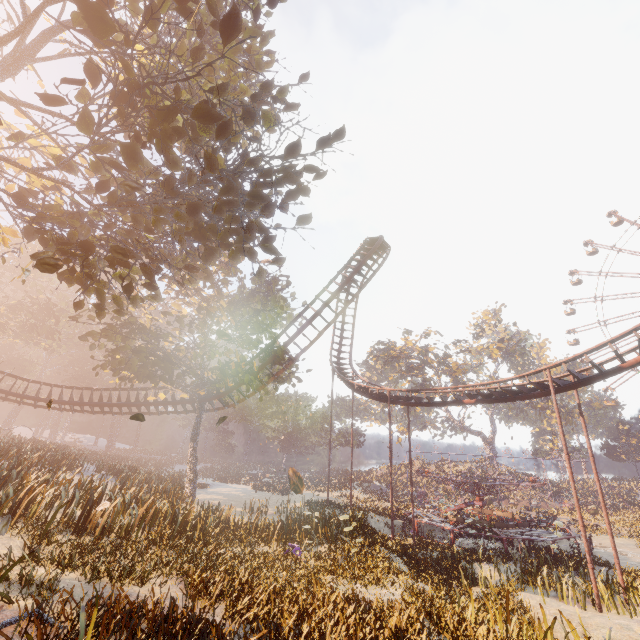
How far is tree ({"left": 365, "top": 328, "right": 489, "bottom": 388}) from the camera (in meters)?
53.00

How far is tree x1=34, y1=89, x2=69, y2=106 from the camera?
4.3 meters

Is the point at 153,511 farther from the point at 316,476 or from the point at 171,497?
the point at 316,476

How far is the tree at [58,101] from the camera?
4.27m

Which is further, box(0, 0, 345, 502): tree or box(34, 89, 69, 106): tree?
box(0, 0, 345, 502): tree

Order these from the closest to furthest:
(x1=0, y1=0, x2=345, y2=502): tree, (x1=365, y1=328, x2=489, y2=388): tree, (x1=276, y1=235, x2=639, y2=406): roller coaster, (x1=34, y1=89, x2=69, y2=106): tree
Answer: (x1=34, y1=89, x2=69, y2=106): tree, (x1=0, y1=0, x2=345, y2=502): tree, (x1=276, y1=235, x2=639, y2=406): roller coaster, (x1=365, y1=328, x2=489, y2=388): tree

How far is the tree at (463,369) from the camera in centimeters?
5300cm

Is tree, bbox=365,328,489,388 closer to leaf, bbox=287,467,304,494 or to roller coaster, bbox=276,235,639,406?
roller coaster, bbox=276,235,639,406
